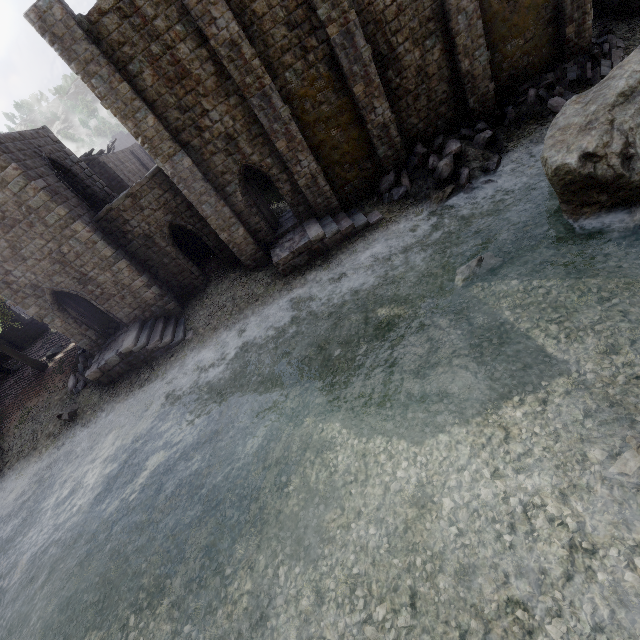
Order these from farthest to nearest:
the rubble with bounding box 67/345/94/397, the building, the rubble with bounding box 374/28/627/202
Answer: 1. the rubble with bounding box 67/345/94/397
2. the rubble with bounding box 374/28/627/202
3. the building

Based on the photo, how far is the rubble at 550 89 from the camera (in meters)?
15.08

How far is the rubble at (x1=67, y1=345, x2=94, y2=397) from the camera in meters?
18.9

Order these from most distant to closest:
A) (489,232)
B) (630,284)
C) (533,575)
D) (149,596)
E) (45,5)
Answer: (489,232) < (45,5) < (149,596) < (630,284) < (533,575)

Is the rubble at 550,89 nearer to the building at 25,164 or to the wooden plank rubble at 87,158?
the building at 25,164

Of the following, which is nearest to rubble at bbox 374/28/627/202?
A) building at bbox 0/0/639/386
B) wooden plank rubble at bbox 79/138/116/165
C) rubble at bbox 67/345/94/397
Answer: building at bbox 0/0/639/386

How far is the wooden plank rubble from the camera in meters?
25.5 m

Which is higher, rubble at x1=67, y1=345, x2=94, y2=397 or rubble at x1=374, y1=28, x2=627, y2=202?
rubble at x1=67, y1=345, x2=94, y2=397
